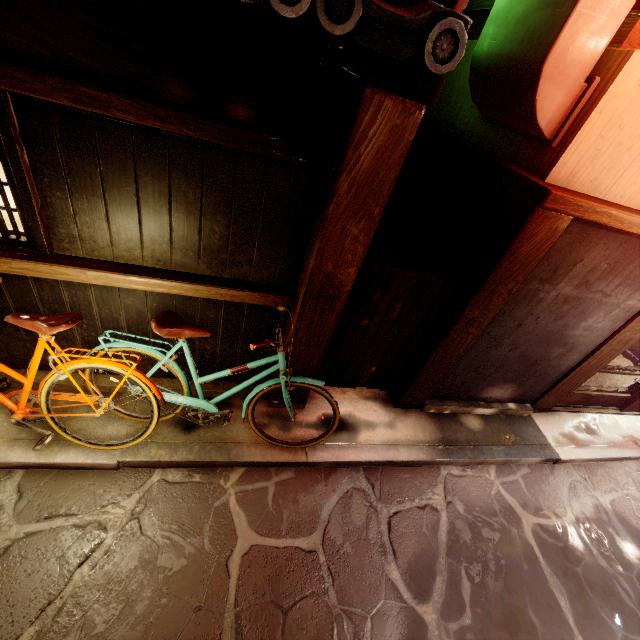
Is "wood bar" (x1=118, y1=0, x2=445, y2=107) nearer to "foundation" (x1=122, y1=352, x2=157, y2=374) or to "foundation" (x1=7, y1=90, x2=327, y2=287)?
"foundation" (x1=7, y1=90, x2=327, y2=287)

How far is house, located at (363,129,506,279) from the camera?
6.4 meters

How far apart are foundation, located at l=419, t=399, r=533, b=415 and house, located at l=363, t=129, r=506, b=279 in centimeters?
277cm

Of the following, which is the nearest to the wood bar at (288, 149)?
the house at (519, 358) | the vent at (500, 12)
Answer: the vent at (500, 12)

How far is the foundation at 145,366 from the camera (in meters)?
6.10

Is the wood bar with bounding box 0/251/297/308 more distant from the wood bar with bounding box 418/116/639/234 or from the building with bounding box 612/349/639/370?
the building with bounding box 612/349/639/370

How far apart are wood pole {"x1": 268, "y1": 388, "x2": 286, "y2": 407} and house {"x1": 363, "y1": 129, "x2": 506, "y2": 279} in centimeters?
260cm

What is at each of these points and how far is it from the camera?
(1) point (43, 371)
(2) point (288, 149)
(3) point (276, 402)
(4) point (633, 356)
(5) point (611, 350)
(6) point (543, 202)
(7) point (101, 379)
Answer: (1) foundation, 6.02m
(2) wood bar, 3.81m
(3) wood pole, 6.88m
(4) building, 12.94m
(5) wood pole, 7.55m
(6) wood bar, 4.55m
(7) foundation, 6.20m
